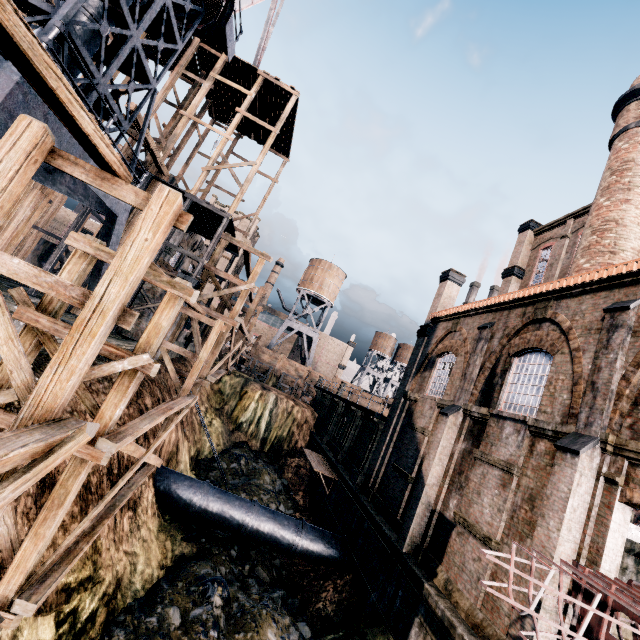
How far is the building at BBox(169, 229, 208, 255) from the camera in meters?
28.7 m

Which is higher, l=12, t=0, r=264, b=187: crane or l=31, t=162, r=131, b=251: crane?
l=12, t=0, r=264, b=187: crane

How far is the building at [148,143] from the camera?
19.4m

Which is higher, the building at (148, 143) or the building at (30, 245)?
the building at (148, 143)

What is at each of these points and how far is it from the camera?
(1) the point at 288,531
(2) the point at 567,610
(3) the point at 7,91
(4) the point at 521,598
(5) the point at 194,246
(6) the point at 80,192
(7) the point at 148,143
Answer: →
(1) pipe, 17.2 meters
(2) building, 8.1 meters
(3) crane, 8.1 meters
(4) building, 8.6 meters
(5) building, 34.9 meters
(6) crane, 15.1 meters
(7) building, 19.6 meters

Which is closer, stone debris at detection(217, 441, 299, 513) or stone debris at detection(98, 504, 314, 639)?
stone debris at detection(98, 504, 314, 639)

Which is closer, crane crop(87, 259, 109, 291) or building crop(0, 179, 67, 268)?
crane crop(87, 259, 109, 291)

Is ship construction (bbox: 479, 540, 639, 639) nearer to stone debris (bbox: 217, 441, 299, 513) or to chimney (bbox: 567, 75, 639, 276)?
stone debris (bbox: 217, 441, 299, 513)
